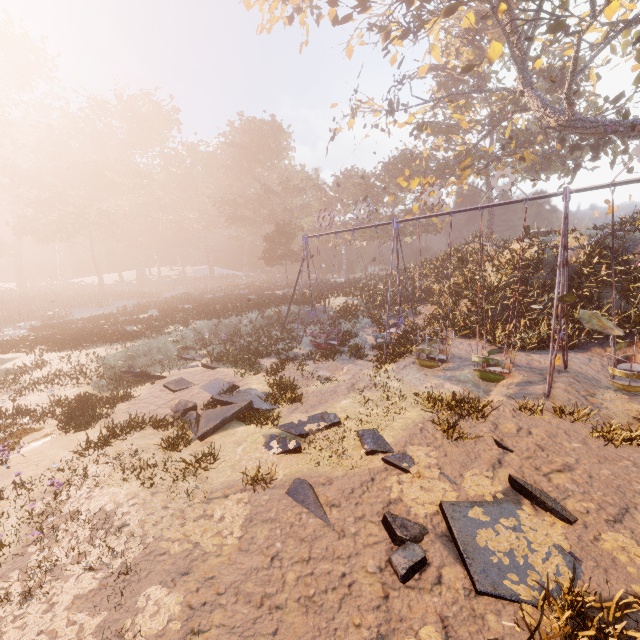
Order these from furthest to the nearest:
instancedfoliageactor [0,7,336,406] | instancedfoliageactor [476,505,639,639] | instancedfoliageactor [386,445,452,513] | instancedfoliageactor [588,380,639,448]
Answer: instancedfoliageactor [0,7,336,406], instancedfoliageactor [588,380,639,448], instancedfoliageactor [386,445,452,513], instancedfoliageactor [476,505,639,639]

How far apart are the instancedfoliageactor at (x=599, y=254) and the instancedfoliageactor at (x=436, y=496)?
12.37m

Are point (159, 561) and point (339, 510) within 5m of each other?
yes

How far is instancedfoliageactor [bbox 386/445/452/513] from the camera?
6.2 meters

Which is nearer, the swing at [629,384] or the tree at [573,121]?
the swing at [629,384]

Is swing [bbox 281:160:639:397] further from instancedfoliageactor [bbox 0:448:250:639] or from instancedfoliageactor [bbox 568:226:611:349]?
instancedfoliageactor [bbox 0:448:250:639]

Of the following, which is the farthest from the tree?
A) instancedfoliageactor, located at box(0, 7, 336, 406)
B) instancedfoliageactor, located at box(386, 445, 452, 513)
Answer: instancedfoliageactor, located at box(0, 7, 336, 406)

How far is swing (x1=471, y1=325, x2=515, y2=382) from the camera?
10.56m
